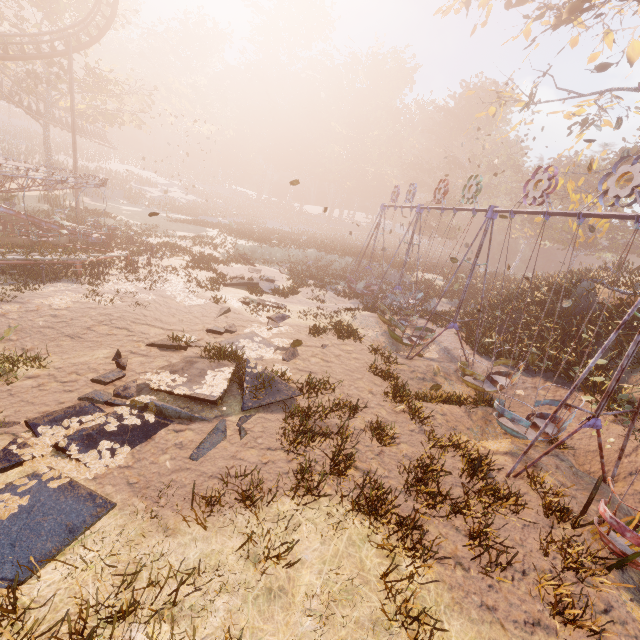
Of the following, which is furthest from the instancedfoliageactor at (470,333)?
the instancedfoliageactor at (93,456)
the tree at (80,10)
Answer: the tree at (80,10)

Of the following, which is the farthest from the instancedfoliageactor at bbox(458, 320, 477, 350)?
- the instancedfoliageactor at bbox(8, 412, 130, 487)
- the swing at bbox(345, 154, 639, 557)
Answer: the instancedfoliageactor at bbox(8, 412, 130, 487)

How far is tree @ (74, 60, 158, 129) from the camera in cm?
2872

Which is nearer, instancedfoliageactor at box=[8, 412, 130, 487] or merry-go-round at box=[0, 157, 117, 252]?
instancedfoliageactor at box=[8, 412, 130, 487]

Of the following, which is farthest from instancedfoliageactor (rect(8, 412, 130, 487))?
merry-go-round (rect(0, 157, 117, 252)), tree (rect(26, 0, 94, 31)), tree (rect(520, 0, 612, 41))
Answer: tree (rect(26, 0, 94, 31))

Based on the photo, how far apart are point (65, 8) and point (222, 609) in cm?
4057

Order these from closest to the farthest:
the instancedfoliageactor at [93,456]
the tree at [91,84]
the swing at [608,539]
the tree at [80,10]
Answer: the instancedfoliageactor at [93,456] → the swing at [608,539] → the tree at [80,10] → the tree at [91,84]

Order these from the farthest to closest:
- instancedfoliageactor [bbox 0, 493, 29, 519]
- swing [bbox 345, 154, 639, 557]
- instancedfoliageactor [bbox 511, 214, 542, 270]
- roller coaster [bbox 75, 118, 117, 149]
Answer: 1. instancedfoliageactor [bbox 511, 214, 542, 270]
2. roller coaster [bbox 75, 118, 117, 149]
3. swing [bbox 345, 154, 639, 557]
4. instancedfoliageactor [bbox 0, 493, 29, 519]
